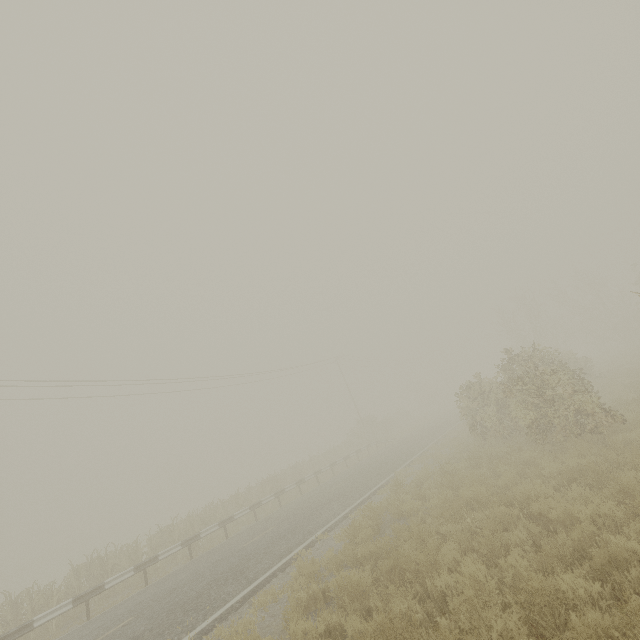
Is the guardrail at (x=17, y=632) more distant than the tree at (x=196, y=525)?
No

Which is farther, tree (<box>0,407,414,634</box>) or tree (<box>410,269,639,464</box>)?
tree (<box>0,407,414,634</box>)

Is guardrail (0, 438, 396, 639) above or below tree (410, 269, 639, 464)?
below

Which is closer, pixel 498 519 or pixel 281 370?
pixel 498 519

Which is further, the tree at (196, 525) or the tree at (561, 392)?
the tree at (196, 525)

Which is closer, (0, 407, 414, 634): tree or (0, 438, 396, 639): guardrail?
(0, 438, 396, 639): guardrail
